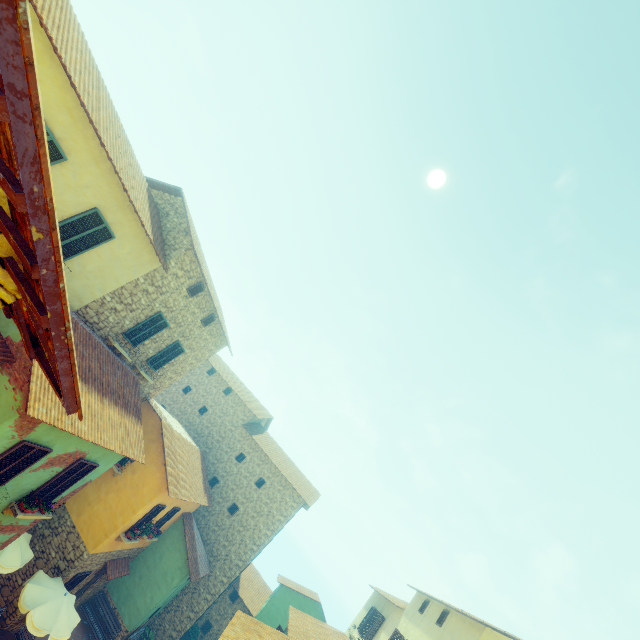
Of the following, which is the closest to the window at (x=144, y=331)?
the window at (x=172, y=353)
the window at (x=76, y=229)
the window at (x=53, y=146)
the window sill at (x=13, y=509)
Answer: the window at (x=172, y=353)

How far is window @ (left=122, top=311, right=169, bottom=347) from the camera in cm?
1298

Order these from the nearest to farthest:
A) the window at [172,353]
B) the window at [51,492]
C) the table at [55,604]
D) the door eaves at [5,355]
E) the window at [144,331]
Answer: the door eaves at [5,355] → the window at [51,492] → the table at [55,604] → the window at [144,331] → the window at [172,353]

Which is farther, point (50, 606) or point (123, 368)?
point (123, 368)

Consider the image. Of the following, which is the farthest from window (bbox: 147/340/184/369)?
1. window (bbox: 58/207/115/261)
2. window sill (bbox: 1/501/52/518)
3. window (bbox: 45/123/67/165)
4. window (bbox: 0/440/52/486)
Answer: window (bbox: 45/123/67/165)

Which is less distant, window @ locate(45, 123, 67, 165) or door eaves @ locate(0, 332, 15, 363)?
window @ locate(45, 123, 67, 165)

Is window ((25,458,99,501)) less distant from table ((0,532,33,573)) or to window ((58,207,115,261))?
table ((0,532,33,573))

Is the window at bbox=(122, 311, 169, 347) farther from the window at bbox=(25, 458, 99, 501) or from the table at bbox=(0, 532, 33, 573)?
the table at bbox=(0, 532, 33, 573)
